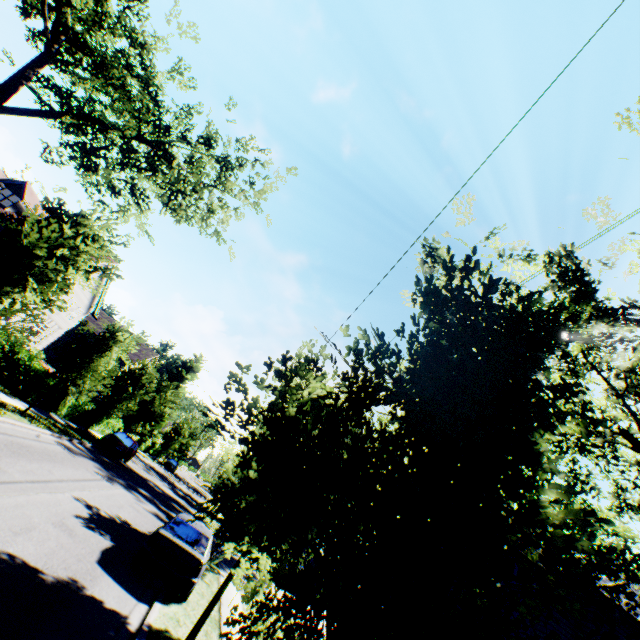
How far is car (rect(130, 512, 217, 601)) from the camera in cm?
871

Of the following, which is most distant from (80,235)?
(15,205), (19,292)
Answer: (15,205)

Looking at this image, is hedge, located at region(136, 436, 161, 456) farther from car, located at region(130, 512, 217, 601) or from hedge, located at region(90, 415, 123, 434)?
car, located at region(130, 512, 217, 601)

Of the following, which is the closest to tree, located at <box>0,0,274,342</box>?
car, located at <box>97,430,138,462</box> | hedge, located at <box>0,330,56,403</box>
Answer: hedge, located at <box>0,330,56,403</box>

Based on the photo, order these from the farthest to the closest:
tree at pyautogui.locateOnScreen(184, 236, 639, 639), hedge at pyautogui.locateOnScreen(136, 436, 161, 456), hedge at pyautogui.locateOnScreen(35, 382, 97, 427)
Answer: hedge at pyautogui.locateOnScreen(136, 436, 161, 456) < hedge at pyautogui.locateOnScreen(35, 382, 97, 427) < tree at pyautogui.locateOnScreen(184, 236, 639, 639)

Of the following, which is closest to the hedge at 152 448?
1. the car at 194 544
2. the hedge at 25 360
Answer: the hedge at 25 360

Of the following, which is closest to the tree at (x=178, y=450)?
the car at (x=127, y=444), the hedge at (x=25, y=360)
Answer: the hedge at (x=25, y=360)
